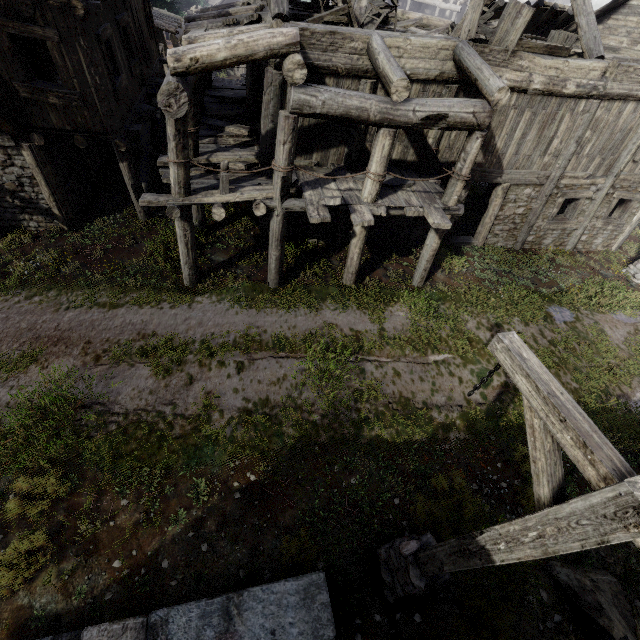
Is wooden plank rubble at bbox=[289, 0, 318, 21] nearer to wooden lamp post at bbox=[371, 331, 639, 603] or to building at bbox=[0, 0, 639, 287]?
building at bbox=[0, 0, 639, 287]

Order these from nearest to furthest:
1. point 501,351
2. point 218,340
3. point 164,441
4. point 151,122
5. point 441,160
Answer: point 501,351, point 164,441, point 218,340, point 441,160, point 151,122

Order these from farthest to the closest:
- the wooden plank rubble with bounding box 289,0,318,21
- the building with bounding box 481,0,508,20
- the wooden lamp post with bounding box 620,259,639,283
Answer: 1. the building with bounding box 481,0,508,20
2. the wooden lamp post with bounding box 620,259,639,283
3. the wooden plank rubble with bounding box 289,0,318,21

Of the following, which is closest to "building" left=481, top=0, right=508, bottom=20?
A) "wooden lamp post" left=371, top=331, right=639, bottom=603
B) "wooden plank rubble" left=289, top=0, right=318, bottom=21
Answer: "wooden plank rubble" left=289, top=0, right=318, bottom=21

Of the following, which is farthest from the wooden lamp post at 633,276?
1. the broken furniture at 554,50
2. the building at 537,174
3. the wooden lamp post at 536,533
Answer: the wooden lamp post at 536,533

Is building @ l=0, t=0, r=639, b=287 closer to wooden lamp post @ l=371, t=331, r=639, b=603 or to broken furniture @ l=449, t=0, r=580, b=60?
broken furniture @ l=449, t=0, r=580, b=60

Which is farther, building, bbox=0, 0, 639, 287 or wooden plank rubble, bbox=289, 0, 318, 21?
wooden plank rubble, bbox=289, 0, 318, 21

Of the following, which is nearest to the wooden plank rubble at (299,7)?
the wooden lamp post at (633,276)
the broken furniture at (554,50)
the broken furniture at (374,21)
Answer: the broken furniture at (374,21)
